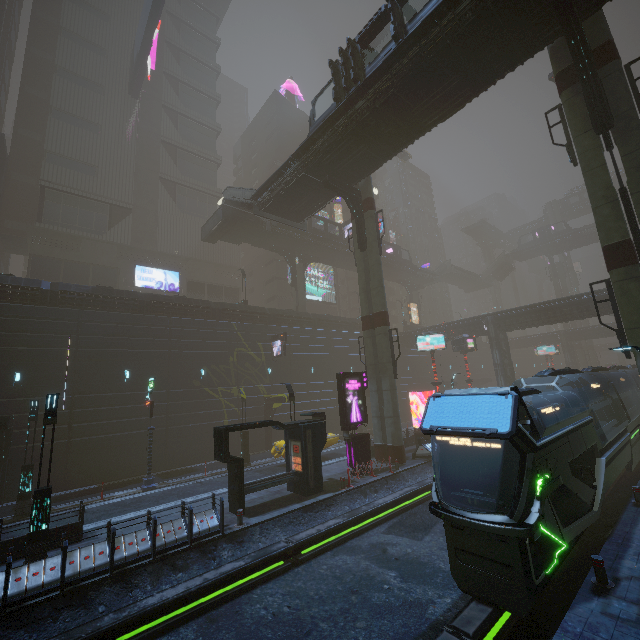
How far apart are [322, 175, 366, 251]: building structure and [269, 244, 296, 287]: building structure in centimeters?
1651cm

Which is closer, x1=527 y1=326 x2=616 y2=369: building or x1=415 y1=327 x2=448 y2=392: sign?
x1=415 y1=327 x2=448 y2=392: sign

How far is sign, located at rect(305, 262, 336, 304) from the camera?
51.47m

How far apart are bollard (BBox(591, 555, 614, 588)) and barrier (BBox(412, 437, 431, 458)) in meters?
14.1 m

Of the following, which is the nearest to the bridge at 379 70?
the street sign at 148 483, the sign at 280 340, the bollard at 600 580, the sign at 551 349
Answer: the sign at 280 340

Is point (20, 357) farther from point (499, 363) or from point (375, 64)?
point (499, 363)

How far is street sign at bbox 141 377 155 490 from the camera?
19.19m

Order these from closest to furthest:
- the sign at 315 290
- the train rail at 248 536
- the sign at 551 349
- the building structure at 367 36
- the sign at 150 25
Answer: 1. the train rail at 248 536
2. the building structure at 367 36
3. the sign at 150 25
4. the sign at 551 349
5. the sign at 315 290
